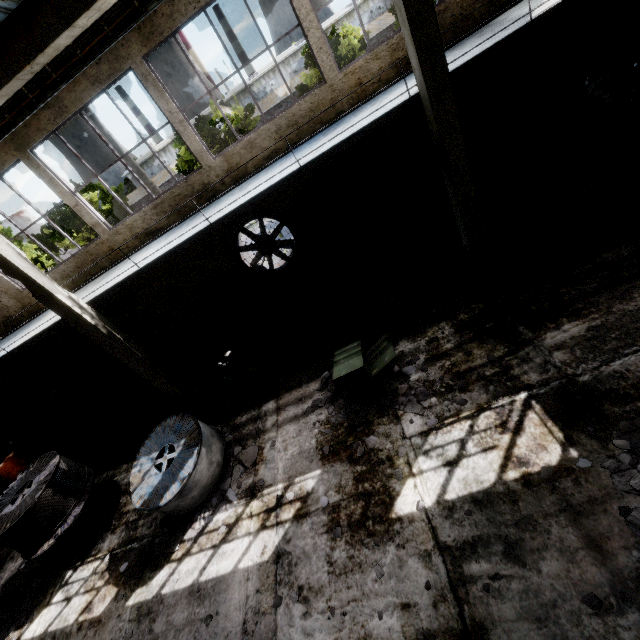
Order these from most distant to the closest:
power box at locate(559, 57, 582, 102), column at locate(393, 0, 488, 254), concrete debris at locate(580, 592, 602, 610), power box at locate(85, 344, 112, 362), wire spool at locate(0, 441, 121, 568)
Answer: power box at locate(85, 344, 112, 362) → power box at locate(559, 57, 582, 102) → wire spool at locate(0, 441, 121, 568) → column at locate(393, 0, 488, 254) → concrete debris at locate(580, 592, 602, 610)

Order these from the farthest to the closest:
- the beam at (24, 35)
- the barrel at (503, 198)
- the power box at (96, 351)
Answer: the power box at (96, 351) < the barrel at (503, 198) < the beam at (24, 35)

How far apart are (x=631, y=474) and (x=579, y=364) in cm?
177

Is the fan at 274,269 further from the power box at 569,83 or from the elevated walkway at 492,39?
the power box at 569,83

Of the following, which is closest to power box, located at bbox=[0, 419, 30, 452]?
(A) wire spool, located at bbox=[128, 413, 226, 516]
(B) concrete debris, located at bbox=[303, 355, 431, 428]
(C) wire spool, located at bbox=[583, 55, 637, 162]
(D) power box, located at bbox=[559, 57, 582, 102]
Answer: (A) wire spool, located at bbox=[128, 413, 226, 516]

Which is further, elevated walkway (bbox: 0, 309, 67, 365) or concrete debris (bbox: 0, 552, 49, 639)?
elevated walkway (bbox: 0, 309, 67, 365)

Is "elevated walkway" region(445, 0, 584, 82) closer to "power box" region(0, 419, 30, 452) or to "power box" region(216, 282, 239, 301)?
"power box" region(0, 419, 30, 452)

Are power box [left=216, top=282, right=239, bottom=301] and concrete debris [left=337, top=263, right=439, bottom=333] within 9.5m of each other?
yes
